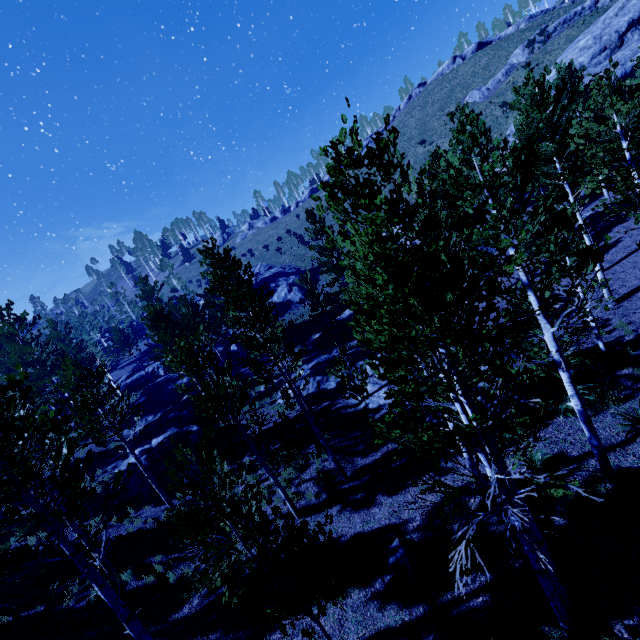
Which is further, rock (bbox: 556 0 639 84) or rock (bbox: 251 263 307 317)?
rock (bbox: 251 263 307 317)

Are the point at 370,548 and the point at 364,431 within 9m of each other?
yes

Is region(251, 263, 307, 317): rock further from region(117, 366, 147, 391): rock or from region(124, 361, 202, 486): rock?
region(124, 361, 202, 486): rock

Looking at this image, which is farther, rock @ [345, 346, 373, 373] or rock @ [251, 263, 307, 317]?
rock @ [251, 263, 307, 317]

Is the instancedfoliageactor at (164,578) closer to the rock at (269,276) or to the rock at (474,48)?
the rock at (269,276)

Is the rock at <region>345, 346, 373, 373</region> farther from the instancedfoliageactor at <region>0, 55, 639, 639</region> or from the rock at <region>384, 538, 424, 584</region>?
the rock at <region>384, 538, 424, 584</region>

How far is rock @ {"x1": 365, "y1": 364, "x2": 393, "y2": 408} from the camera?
16.0 meters

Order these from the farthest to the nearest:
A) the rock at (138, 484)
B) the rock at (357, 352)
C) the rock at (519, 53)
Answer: the rock at (519, 53)
the rock at (357, 352)
the rock at (138, 484)
